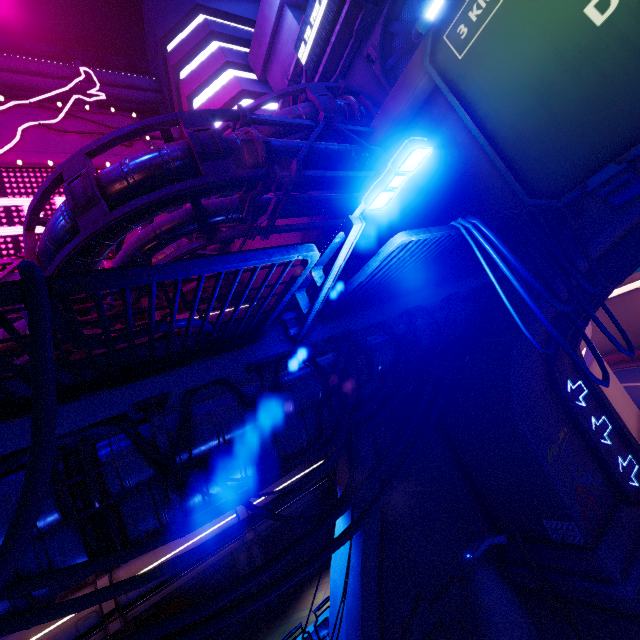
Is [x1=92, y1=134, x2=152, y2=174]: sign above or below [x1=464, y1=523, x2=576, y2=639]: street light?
above

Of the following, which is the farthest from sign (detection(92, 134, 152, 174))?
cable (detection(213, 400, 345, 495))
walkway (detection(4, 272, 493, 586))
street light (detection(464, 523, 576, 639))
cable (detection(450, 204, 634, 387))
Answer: street light (detection(464, 523, 576, 639))

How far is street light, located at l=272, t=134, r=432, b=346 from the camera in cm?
261

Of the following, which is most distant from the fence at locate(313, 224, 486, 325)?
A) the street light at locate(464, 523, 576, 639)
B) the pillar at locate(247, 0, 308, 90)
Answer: the pillar at locate(247, 0, 308, 90)

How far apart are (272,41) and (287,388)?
19.8 meters

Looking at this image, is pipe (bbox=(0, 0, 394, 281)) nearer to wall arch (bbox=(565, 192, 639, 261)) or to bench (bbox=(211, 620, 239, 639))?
wall arch (bbox=(565, 192, 639, 261))

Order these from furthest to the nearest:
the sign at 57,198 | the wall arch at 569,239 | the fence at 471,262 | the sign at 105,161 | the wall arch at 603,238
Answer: the sign at 105,161
the sign at 57,198
the wall arch at 569,239
the wall arch at 603,238
the fence at 471,262

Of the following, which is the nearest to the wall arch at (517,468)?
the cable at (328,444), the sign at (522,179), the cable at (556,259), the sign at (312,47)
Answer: the sign at (522,179)
